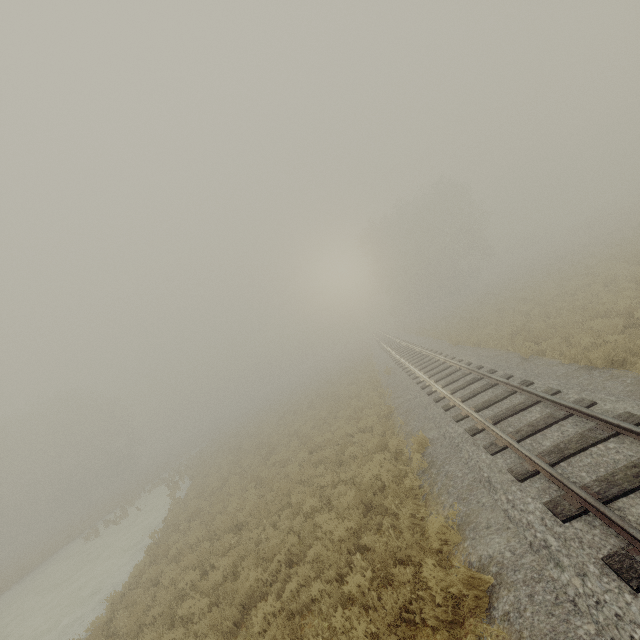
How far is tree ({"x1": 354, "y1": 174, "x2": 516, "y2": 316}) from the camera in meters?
44.7 m

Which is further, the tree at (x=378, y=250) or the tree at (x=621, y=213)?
the tree at (x=378, y=250)

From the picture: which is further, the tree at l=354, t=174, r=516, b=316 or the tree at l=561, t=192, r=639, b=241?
the tree at l=354, t=174, r=516, b=316

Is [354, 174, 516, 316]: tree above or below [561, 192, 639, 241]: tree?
above

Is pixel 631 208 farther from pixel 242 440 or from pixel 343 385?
pixel 242 440

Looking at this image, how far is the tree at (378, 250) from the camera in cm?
4472
